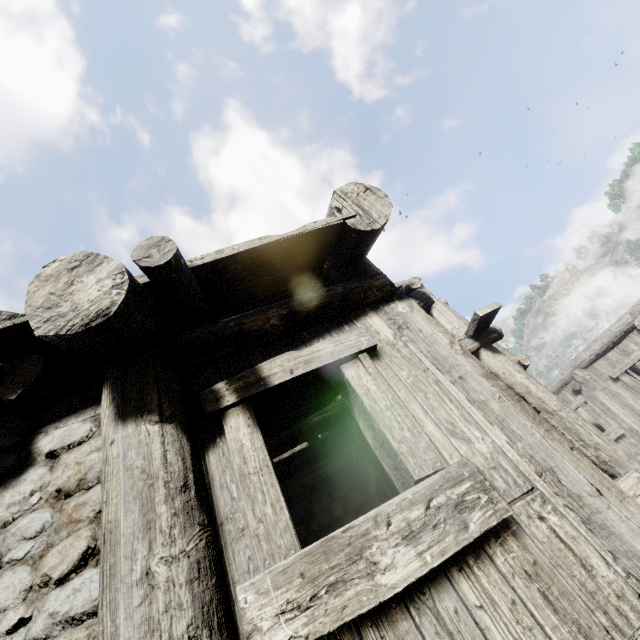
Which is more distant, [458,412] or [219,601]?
[458,412]
